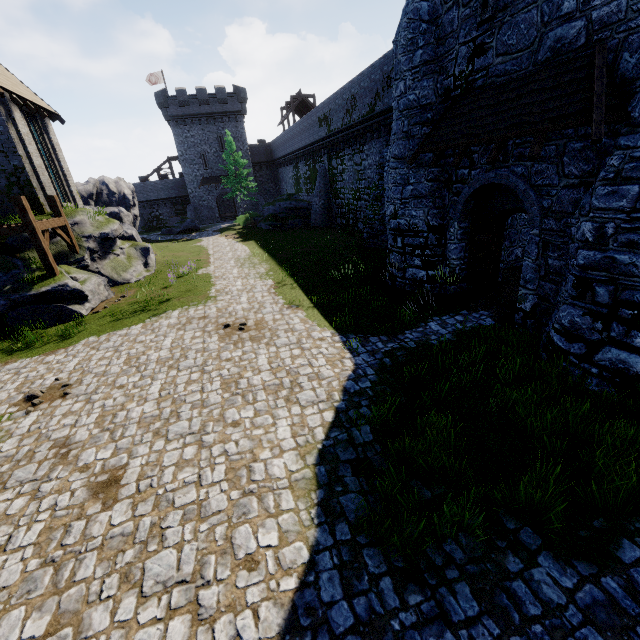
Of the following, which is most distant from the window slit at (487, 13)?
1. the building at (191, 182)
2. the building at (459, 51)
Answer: the building at (191, 182)

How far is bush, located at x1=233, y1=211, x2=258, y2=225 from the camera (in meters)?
37.72

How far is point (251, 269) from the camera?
18.7m

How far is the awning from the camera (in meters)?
5.98

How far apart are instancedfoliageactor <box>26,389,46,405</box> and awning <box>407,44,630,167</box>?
12.8 meters

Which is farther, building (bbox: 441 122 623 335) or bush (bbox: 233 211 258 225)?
bush (bbox: 233 211 258 225)

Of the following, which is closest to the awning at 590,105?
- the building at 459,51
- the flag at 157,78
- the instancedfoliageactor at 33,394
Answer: the building at 459,51

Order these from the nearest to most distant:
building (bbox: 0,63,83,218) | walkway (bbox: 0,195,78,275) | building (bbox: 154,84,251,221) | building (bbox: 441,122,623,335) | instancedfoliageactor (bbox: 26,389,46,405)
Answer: building (bbox: 441,122,623,335) → instancedfoliageactor (bbox: 26,389,46,405) → walkway (bbox: 0,195,78,275) → building (bbox: 0,63,83,218) → building (bbox: 154,84,251,221)
